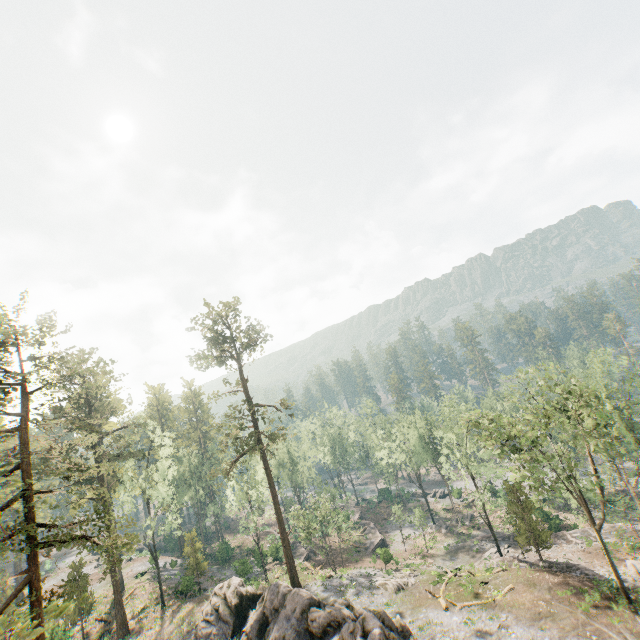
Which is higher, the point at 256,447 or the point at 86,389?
the point at 86,389

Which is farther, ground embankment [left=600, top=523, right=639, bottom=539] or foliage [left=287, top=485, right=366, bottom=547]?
foliage [left=287, top=485, right=366, bottom=547]

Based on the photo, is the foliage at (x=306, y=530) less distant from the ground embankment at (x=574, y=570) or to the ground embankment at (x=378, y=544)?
the ground embankment at (x=574, y=570)

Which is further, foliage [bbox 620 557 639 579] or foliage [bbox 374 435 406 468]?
foliage [bbox 374 435 406 468]

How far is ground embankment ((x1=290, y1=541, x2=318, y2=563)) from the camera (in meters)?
49.69

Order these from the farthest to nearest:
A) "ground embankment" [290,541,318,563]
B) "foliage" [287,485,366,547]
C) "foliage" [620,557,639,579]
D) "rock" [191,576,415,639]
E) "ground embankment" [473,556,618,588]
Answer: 1. "ground embankment" [290,541,318,563]
2. "foliage" [287,485,366,547]
3. "foliage" [620,557,639,579]
4. "ground embankment" [473,556,618,588]
5. "rock" [191,576,415,639]

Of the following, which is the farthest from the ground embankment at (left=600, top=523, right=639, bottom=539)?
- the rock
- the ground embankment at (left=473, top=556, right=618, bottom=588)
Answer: the rock

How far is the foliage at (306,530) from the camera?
41.0 meters
